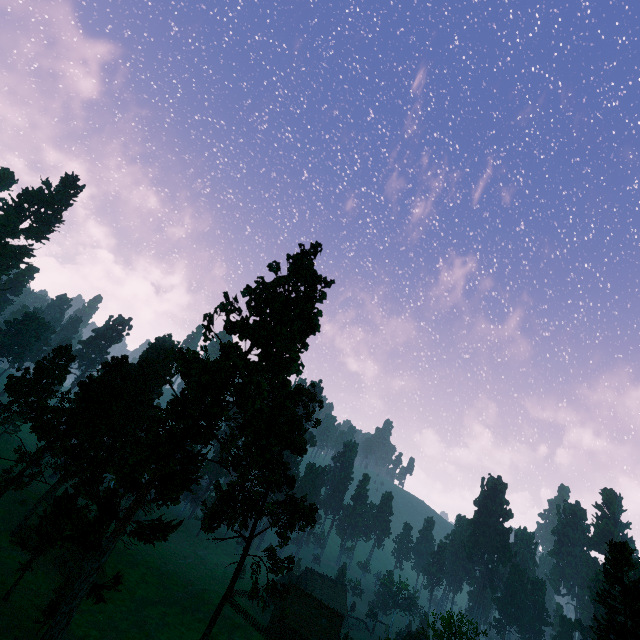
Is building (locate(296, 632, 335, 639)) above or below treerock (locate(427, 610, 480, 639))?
below

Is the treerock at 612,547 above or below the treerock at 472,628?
above

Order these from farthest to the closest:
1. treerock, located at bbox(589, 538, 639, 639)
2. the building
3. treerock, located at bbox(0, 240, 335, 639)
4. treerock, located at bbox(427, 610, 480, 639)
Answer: the building
treerock, located at bbox(427, 610, 480, 639)
treerock, located at bbox(0, 240, 335, 639)
treerock, located at bbox(589, 538, 639, 639)

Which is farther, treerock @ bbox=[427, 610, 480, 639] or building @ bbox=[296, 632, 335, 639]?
building @ bbox=[296, 632, 335, 639]

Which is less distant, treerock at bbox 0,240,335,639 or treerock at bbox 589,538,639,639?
treerock at bbox 589,538,639,639

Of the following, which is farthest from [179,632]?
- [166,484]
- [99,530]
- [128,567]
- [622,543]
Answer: [622,543]

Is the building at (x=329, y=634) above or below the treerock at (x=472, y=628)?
below
